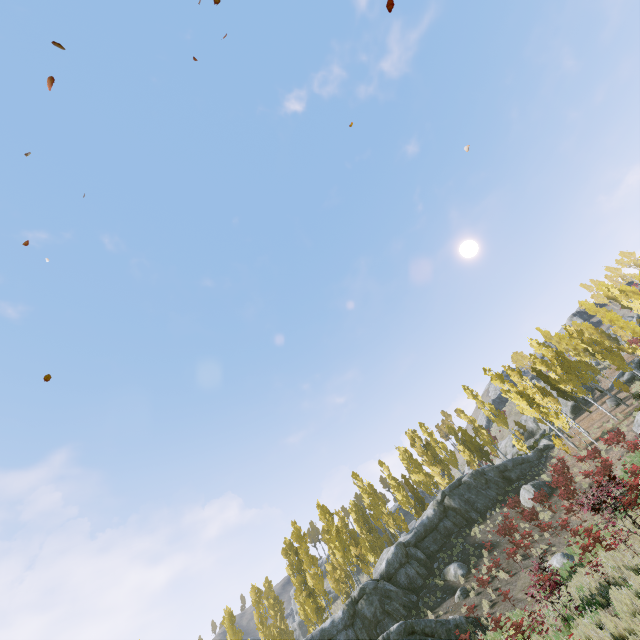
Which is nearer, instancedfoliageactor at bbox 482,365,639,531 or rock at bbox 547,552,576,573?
instancedfoliageactor at bbox 482,365,639,531

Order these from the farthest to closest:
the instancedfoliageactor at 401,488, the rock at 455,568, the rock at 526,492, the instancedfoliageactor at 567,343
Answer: the instancedfoliageactor at 401,488, the instancedfoliageactor at 567,343, the rock at 526,492, the rock at 455,568

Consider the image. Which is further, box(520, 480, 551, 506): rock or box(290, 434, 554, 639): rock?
box(520, 480, 551, 506): rock

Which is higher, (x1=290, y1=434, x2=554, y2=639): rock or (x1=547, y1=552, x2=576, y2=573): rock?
(x1=290, y1=434, x2=554, y2=639): rock

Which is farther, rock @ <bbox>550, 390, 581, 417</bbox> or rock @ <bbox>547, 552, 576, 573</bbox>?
rock @ <bbox>550, 390, 581, 417</bbox>

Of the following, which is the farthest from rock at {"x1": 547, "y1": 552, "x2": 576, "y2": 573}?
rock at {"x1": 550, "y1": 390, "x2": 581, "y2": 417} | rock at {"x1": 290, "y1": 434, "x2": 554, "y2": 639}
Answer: rock at {"x1": 550, "y1": 390, "x2": 581, "y2": 417}

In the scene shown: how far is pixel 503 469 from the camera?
32.3m

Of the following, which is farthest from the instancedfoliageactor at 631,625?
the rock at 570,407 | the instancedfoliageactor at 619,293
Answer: the instancedfoliageactor at 619,293
